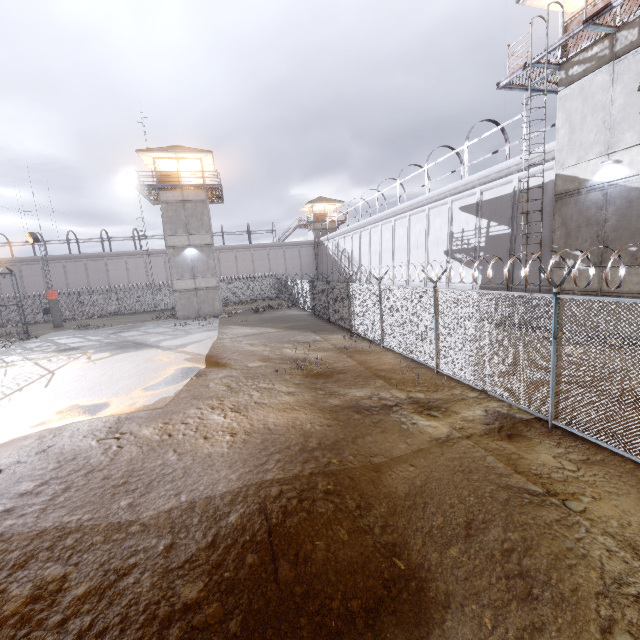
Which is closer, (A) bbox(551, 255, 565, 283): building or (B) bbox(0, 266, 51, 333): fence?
(A) bbox(551, 255, 565, 283): building

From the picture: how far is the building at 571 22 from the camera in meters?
11.8 m

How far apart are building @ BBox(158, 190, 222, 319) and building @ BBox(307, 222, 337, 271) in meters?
23.6

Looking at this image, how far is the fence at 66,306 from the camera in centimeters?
3844cm

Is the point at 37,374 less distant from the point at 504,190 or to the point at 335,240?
the point at 504,190

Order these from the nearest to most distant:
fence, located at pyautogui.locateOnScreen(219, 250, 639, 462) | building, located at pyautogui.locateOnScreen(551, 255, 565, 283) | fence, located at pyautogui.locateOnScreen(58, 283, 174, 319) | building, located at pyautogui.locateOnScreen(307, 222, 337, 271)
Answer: fence, located at pyautogui.locateOnScreen(219, 250, 639, 462) < building, located at pyautogui.locateOnScreen(551, 255, 565, 283) < fence, located at pyautogui.locateOnScreen(58, 283, 174, 319) < building, located at pyautogui.locateOnScreen(307, 222, 337, 271)

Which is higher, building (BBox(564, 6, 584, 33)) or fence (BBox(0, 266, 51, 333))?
building (BBox(564, 6, 584, 33))

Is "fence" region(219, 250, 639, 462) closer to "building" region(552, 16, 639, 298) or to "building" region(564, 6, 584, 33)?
"building" region(552, 16, 639, 298)
